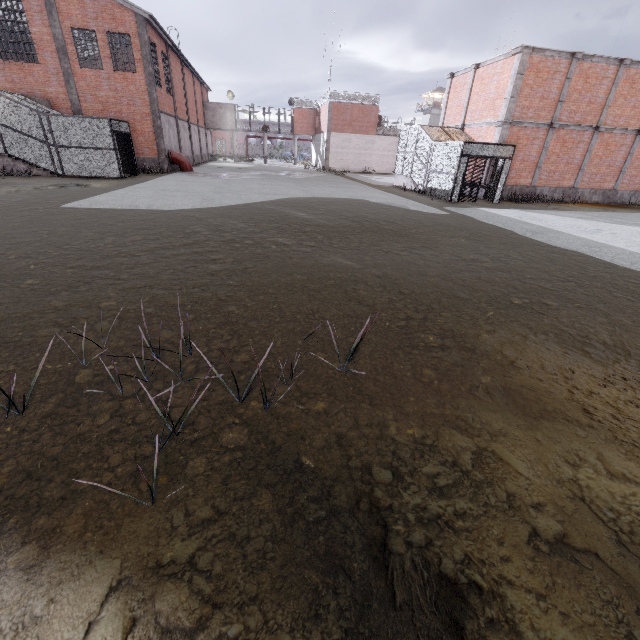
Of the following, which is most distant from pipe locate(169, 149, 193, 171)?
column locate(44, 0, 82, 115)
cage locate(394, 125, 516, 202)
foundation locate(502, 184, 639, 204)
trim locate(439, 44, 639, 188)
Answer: foundation locate(502, 184, 639, 204)

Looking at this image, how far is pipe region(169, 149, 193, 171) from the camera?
24.8 meters

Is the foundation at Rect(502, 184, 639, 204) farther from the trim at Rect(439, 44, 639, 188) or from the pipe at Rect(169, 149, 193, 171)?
the pipe at Rect(169, 149, 193, 171)

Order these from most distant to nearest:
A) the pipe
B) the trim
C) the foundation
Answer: the pipe → the foundation → the trim

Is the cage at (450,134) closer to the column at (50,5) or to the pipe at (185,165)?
the pipe at (185,165)

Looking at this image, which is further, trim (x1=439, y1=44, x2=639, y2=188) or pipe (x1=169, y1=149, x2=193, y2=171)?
pipe (x1=169, y1=149, x2=193, y2=171)

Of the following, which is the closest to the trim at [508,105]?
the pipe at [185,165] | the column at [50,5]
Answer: the pipe at [185,165]

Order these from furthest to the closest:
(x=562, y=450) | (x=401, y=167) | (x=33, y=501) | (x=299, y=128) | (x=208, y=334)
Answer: (x=299, y=128) < (x=401, y=167) < (x=208, y=334) < (x=562, y=450) < (x=33, y=501)
